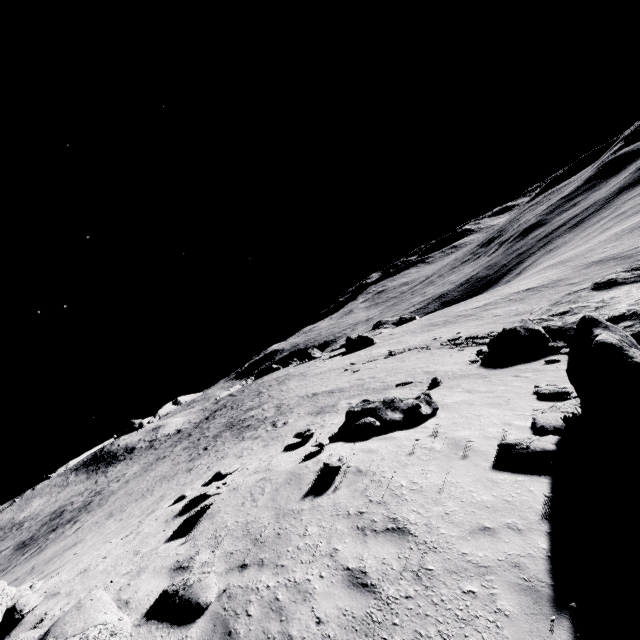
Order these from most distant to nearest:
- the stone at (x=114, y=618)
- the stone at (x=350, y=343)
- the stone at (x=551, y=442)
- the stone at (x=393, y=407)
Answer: the stone at (x=350, y=343) < the stone at (x=393, y=407) < the stone at (x=551, y=442) < the stone at (x=114, y=618)

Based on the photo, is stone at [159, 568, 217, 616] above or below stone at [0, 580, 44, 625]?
below

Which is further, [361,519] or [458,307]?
[458,307]

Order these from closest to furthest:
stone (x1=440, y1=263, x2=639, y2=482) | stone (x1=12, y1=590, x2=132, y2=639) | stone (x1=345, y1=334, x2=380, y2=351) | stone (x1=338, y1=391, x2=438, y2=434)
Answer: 1. stone (x1=12, y1=590, x2=132, y2=639)
2. stone (x1=440, y1=263, x2=639, y2=482)
3. stone (x1=338, y1=391, x2=438, y2=434)
4. stone (x1=345, y1=334, x2=380, y2=351)

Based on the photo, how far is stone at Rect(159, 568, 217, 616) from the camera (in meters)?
4.99

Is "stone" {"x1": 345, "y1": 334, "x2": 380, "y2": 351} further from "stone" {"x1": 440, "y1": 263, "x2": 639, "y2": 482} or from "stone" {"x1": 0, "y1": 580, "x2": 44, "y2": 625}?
"stone" {"x1": 0, "y1": 580, "x2": 44, "y2": 625}

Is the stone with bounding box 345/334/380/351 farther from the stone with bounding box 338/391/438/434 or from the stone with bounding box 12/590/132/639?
the stone with bounding box 12/590/132/639

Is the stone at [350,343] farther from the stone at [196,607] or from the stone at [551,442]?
the stone at [196,607]
